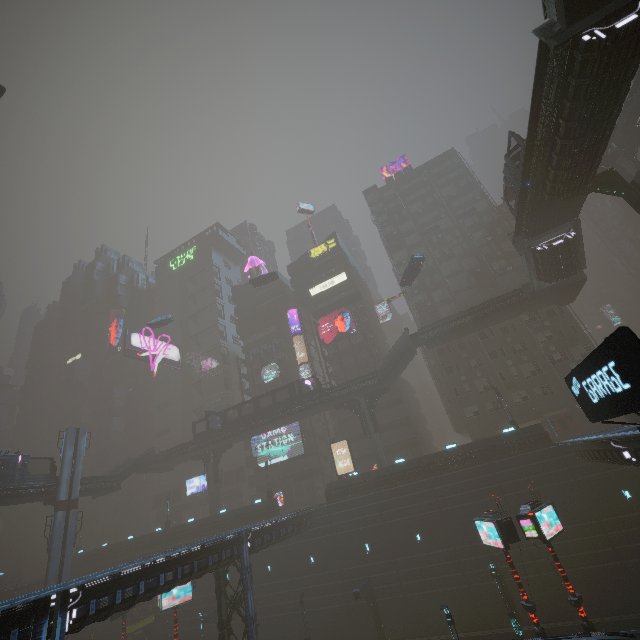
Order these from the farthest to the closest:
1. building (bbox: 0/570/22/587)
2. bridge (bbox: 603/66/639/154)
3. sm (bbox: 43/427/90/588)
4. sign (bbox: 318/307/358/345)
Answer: building (bbox: 0/570/22/587) → sign (bbox: 318/307/358/345) → bridge (bbox: 603/66/639/154) → sm (bbox: 43/427/90/588)

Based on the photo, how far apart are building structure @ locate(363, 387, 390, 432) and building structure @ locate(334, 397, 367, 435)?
0.68m

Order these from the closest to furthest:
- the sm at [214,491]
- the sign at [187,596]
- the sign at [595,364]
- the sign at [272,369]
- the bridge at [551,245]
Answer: the sign at [595,364], the sign at [187,596], the bridge at [551,245], the sm at [214,491], the sign at [272,369]

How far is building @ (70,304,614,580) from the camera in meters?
34.9 m

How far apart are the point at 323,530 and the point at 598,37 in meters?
43.8 m

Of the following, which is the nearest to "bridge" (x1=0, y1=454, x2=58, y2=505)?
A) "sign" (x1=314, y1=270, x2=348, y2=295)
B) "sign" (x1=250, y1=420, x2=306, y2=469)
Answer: "sign" (x1=250, y1=420, x2=306, y2=469)

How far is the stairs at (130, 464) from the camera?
43.0 meters

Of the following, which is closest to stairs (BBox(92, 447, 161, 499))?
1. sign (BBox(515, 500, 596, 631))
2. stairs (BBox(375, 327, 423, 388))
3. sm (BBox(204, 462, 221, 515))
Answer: sm (BBox(204, 462, 221, 515))
